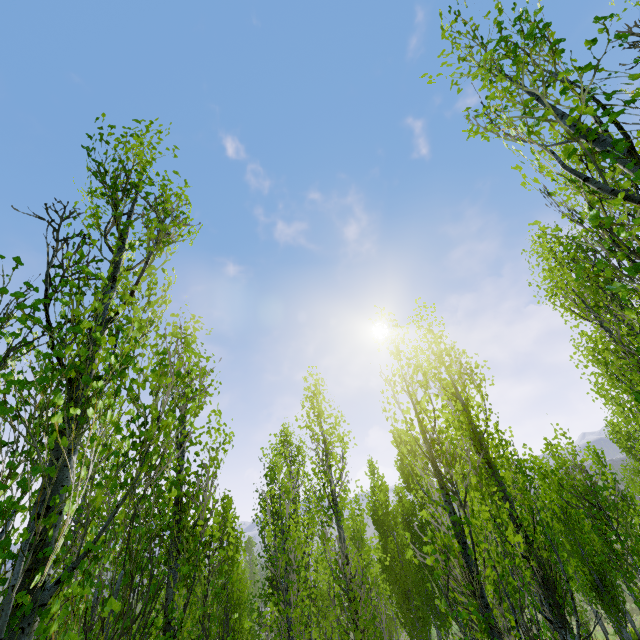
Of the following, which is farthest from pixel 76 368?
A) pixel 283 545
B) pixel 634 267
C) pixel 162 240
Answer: pixel 283 545
